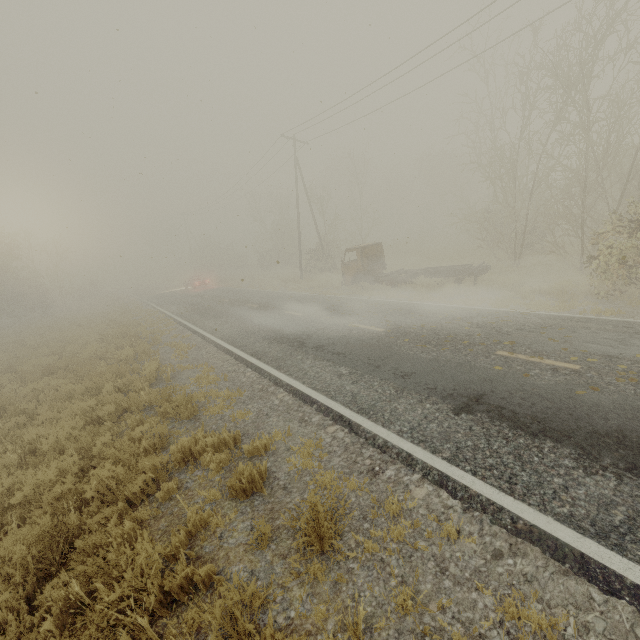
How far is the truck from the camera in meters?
15.8 m

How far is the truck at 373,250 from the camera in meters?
15.8 m

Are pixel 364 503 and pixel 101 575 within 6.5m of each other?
yes
